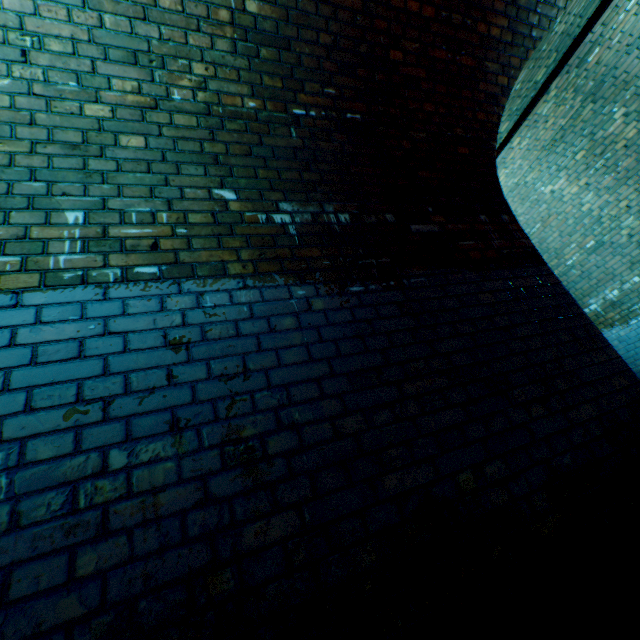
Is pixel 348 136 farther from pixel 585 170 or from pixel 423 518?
pixel 585 170
